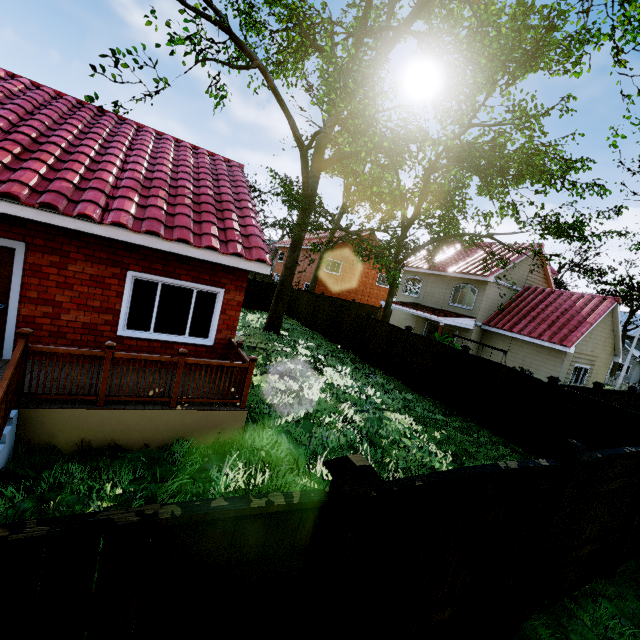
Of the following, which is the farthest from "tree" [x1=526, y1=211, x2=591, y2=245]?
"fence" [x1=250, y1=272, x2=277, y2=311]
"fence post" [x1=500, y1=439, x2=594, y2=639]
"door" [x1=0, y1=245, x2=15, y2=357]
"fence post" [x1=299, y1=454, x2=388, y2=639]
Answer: "door" [x1=0, y1=245, x2=15, y2=357]

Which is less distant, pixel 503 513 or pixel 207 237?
pixel 503 513

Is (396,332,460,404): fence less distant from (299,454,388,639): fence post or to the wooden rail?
the wooden rail

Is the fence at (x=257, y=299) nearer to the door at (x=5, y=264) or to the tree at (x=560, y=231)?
the tree at (x=560, y=231)

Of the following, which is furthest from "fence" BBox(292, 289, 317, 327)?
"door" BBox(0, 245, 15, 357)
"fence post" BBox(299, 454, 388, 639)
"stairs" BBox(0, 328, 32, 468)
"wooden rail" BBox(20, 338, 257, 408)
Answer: "door" BBox(0, 245, 15, 357)

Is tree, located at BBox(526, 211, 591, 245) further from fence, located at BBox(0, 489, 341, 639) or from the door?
the door

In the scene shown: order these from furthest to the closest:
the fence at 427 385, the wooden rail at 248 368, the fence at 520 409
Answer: the fence at 427 385 < the fence at 520 409 < the wooden rail at 248 368

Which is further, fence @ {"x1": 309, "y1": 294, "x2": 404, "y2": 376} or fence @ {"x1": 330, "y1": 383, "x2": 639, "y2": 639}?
fence @ {"x1": 309, "y1": 294, "x2": 404, "y2": 376}
